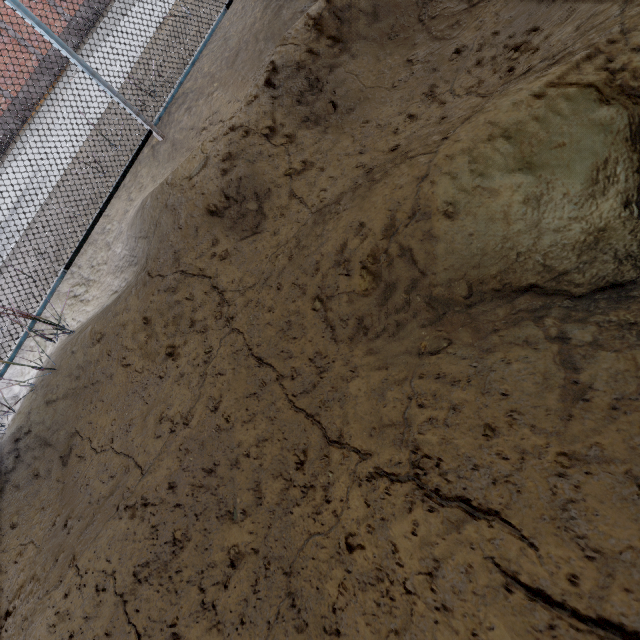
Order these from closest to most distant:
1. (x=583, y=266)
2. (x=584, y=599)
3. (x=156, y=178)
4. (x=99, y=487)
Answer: (x=584, y=599), (x=583, y=266), (x=99, y=487), (x=156, y=178)
